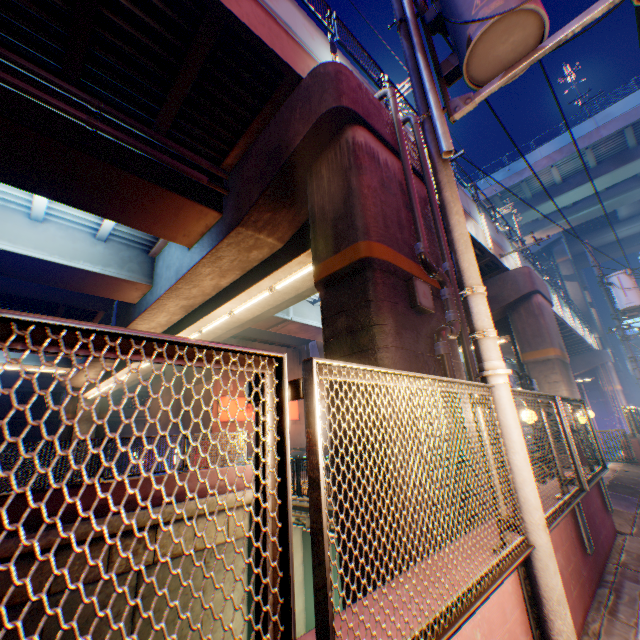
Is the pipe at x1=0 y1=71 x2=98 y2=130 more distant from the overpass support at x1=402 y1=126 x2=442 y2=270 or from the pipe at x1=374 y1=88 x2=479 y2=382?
the pipe at x1=374 y1=88 x2=479 y2=382

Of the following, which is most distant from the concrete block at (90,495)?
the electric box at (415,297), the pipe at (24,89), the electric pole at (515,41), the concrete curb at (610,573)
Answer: the electric pole at (515,41)

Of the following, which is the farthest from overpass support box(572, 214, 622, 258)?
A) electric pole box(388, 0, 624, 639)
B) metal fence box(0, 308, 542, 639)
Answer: electric pole box(388, 0, 624, 639)

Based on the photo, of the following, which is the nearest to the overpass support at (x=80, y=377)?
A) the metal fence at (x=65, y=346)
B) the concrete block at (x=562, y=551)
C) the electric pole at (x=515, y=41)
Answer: the metal fence at (x=65, y=346)

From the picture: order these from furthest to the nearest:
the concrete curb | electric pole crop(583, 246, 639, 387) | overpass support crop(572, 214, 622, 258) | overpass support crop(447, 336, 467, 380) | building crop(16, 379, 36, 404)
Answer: overpass support crop(572, 214, 622, 258) < building crop(16, 379, 36, 404) < electric pole crop(583, 246, 639, 387) < overpass support crop(447, 336, 467, 380) < the concrete curb

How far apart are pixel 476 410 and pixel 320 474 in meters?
1.7 m

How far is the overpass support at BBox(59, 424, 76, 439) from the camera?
25.5 meters

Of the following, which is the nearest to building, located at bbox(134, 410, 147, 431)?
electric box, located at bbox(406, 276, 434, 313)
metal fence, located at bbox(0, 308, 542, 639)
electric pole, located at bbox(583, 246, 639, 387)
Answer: metal fence, located at bbox(0, 308, 542, 639)
